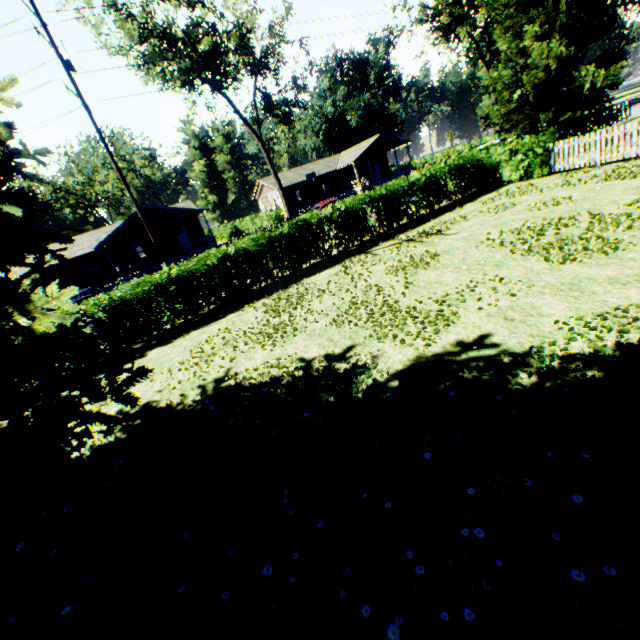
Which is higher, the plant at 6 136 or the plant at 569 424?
the plant at 6 136

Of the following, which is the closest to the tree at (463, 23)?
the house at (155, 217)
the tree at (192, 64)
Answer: the tree at (192, 64)

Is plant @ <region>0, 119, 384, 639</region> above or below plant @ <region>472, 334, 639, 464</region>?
above

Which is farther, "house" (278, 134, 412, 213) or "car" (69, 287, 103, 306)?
"house" (278, 134, 412, 213)

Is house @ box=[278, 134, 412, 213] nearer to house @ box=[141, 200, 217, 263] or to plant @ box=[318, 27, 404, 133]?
house @ box=[141, 200, 217, 263]

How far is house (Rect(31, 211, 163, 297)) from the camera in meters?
31.4 m

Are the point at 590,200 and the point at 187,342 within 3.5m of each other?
no
